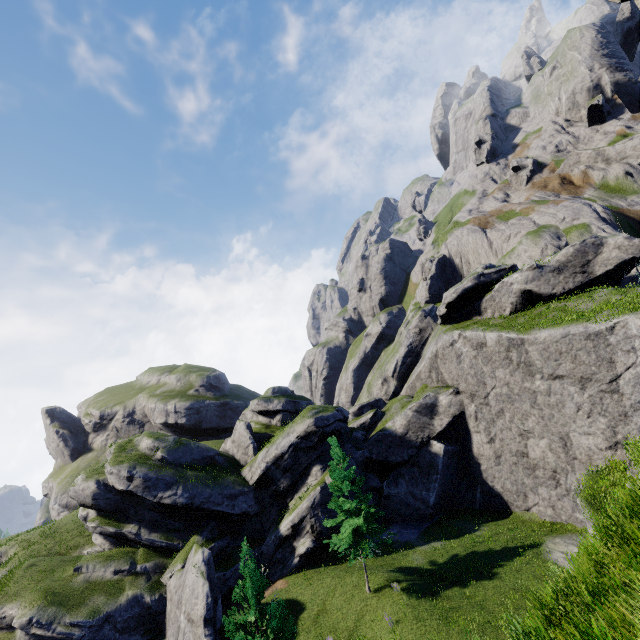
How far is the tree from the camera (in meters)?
22.28

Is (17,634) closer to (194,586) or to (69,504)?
(194,586)

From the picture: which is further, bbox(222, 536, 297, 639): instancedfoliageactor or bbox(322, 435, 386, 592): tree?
bbox(322, 435, 386, 592): tree

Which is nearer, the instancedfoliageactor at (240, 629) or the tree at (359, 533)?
the instancedfoliageactor at (240, 629)

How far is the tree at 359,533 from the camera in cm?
2228
